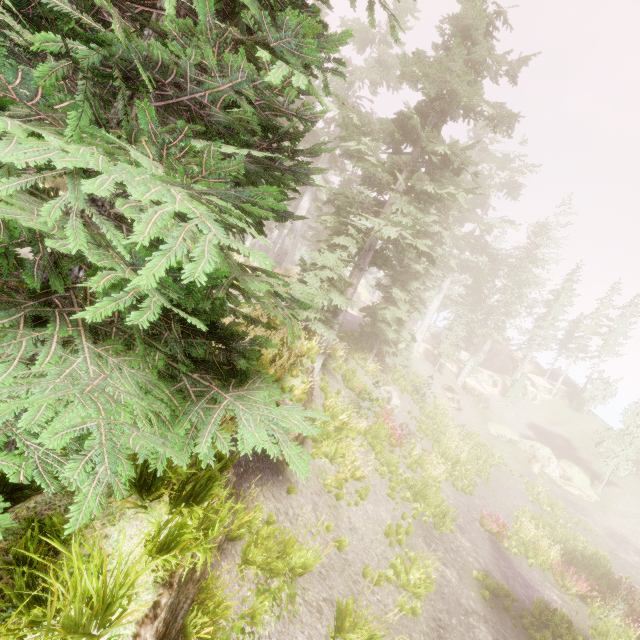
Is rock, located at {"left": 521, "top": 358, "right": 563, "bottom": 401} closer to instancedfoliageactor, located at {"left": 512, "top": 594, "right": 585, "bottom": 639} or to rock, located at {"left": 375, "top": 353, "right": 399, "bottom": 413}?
instancedfoliageactor, located at {"left": 512, "top": 594, "right": 585, "bottom": 639}

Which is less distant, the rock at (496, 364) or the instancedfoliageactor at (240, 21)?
the instancedfoliageactor at (240, 21)

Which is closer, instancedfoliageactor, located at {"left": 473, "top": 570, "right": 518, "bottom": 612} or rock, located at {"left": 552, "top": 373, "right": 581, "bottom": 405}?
instancedfoliageactor, located at {"left": 473, "top": 570, "right": 518, "bottom": 612}

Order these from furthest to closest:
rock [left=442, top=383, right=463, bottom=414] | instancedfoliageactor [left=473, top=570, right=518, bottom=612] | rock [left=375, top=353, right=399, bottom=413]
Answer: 1. rock [left=442, top=383, right=463, bottom=414]
2. rock [left=375, top=353, right=399, bottom=413]
3. instancedfoliageactor [left=473, top=570, right=518, bottom=612]

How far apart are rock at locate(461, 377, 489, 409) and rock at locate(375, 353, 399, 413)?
18.3m

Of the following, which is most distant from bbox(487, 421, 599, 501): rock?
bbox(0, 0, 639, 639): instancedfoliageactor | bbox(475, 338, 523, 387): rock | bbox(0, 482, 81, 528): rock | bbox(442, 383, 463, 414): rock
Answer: bbox(0, 482, 81, 528): rock

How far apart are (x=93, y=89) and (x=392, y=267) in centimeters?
1519cm

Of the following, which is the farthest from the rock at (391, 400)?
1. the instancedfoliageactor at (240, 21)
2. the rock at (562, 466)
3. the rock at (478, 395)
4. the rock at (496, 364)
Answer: the rock at (496, 364)
